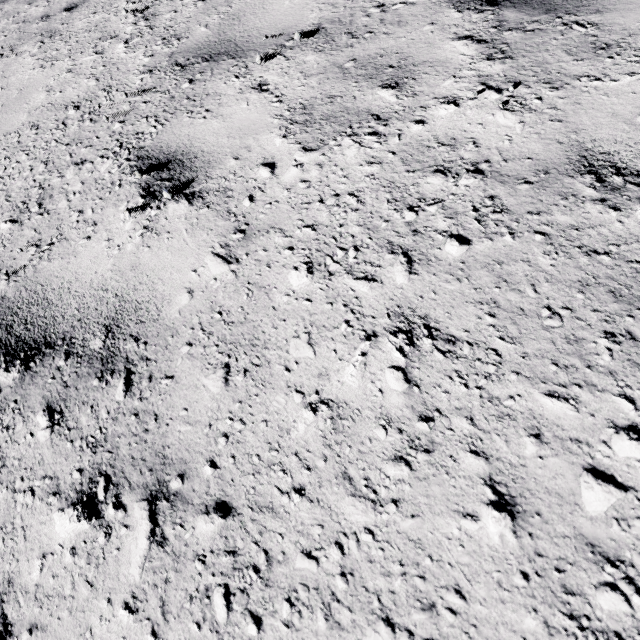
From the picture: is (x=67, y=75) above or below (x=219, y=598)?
above
